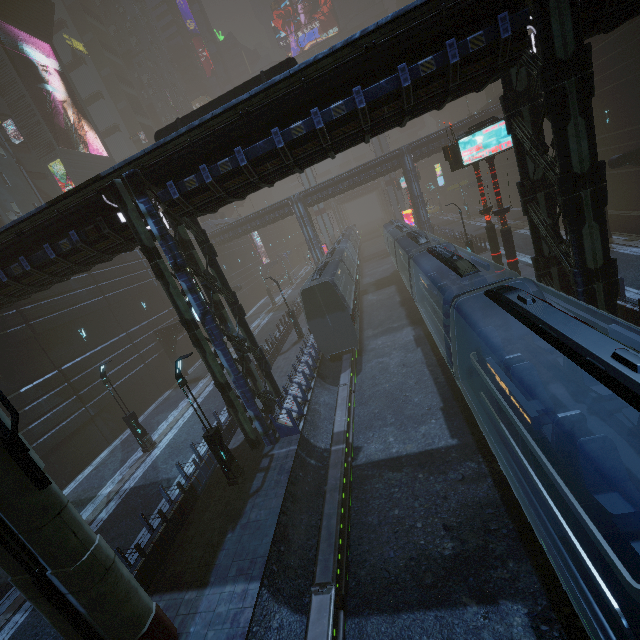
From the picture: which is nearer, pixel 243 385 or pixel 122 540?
pixel 122 540

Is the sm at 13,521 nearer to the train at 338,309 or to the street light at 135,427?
the train at 338,309

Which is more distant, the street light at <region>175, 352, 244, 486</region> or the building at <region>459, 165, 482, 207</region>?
the building at <region>459, 165, 482, 207</region>

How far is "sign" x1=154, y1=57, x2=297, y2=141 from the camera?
14.12m

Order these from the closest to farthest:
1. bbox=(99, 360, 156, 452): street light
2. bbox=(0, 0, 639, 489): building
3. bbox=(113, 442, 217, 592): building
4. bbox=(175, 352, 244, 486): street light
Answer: bbox=(0, 0, 639, 489): building
bbox=(113, 442, 217, 592): building
bbox=(175, 352, 244, 486): street light
bbox=(99, 360, 156, 452): street light

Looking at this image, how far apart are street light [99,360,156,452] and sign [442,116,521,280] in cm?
2156

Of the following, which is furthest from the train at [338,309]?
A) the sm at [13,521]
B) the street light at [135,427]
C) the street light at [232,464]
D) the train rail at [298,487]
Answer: → the street light at [135,427]

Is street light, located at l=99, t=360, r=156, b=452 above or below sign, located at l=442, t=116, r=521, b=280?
below
